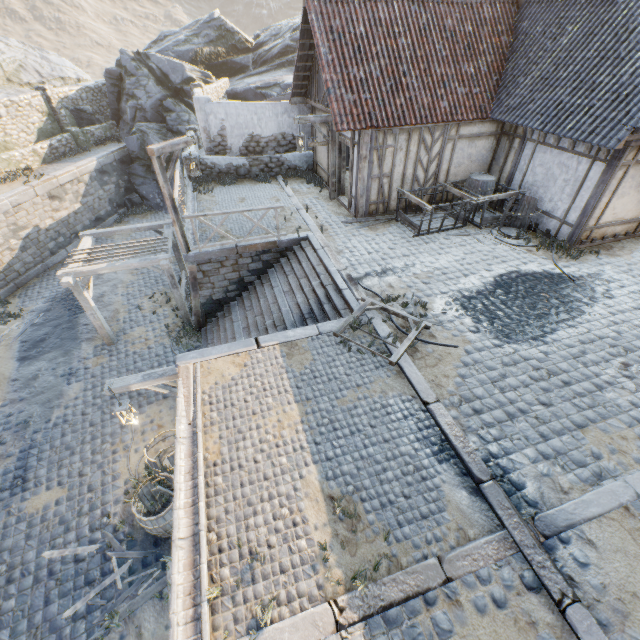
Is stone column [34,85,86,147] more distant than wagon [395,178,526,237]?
Yes

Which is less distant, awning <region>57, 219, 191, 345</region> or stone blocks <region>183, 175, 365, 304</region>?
stone blocks <region>183, 175, 365, 304</region>

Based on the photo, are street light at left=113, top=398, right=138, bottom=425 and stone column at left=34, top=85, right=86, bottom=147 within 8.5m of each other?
no

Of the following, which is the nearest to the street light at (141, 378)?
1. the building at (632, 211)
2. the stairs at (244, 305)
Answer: the stairs at (244, 305)

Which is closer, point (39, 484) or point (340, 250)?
point (39, 484)

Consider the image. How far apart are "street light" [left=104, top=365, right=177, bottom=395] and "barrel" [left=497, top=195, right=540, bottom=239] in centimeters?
1038cm

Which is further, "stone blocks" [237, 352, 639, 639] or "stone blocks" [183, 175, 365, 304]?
"stone blocks" [183, 175, 365, 304]

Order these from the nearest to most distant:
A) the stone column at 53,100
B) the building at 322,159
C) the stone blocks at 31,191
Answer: the building at 322,159
the stone blocks at 31,191
the stone column at 53,100
